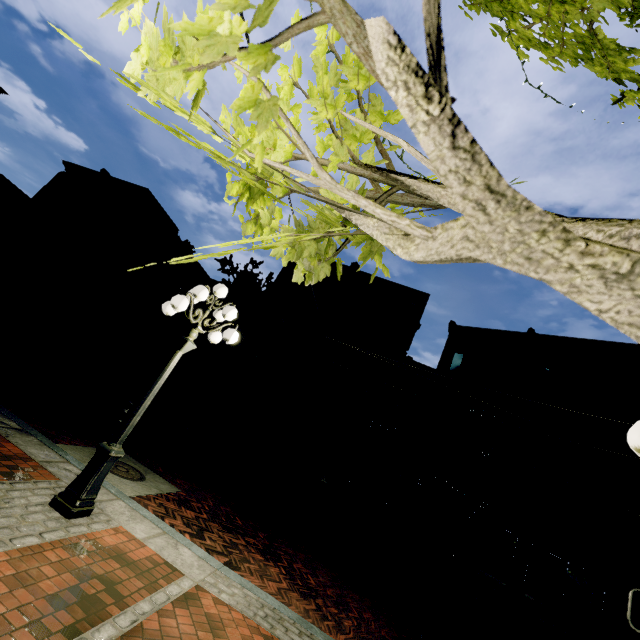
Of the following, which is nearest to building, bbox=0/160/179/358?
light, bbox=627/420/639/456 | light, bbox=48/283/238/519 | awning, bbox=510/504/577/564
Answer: light, bbox=48/283/238/519

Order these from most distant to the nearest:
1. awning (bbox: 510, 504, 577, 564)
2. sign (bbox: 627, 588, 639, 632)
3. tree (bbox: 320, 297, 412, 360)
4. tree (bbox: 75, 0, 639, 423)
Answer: tree (bbox: 320, 297, 412, 360), awning (bbox: 510, 504, 577, 564), sign (bbox: 627, 588, 639, 632), tree (bbox: 75, 0, 639, 423)

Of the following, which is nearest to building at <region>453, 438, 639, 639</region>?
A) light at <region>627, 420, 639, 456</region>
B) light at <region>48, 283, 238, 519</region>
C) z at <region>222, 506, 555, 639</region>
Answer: z at <region>222, 506, 555, 639</region>

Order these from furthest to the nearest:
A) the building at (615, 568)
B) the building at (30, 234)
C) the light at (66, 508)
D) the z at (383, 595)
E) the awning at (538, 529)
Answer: the building at (30, 234) → the building at (615, 568) → the awning at (538, 529) → the z at (383, 595) → the light at (66, 508)

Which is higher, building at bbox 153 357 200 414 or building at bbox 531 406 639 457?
building at bbox 531 406 639 457

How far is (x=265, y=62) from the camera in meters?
0.7

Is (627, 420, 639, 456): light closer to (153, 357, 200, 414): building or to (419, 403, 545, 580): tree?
(419, 403, 545, 580): tree

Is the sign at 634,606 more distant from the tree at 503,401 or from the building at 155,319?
the building at 155,319
